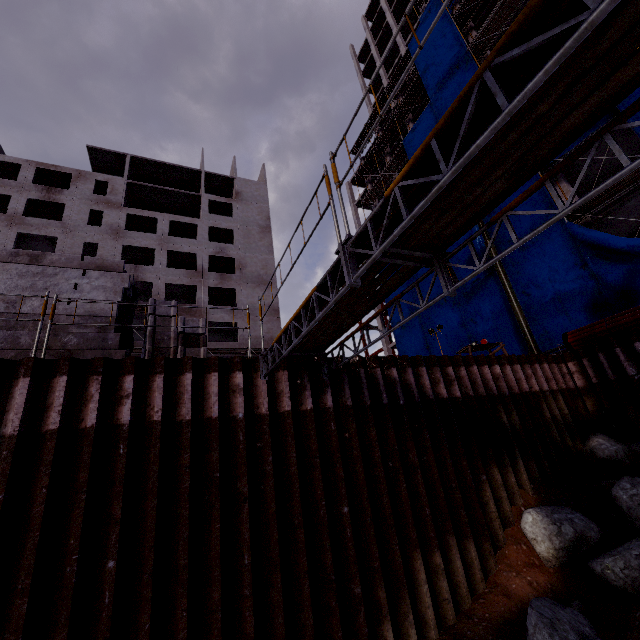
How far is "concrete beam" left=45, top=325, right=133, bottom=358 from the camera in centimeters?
626cm

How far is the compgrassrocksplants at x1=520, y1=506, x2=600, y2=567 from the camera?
6.7m

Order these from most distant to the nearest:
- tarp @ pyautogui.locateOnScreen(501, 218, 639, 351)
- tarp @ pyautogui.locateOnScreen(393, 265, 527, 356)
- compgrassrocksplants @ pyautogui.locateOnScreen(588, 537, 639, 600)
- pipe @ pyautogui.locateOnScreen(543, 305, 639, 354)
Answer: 1. tarp @ pyautogui.locateOnScreen(393, 265, 527, 356)
2. tarp @ pyautogui.locateOnScreen(501, 218, 639, 351)
3. pipe @ pyautogui.locateOnScreen(543, 305, 639, 354)
4. compgrassrocksplants @ pyautogui.locateOnScreen(588, 537, 639, 600)

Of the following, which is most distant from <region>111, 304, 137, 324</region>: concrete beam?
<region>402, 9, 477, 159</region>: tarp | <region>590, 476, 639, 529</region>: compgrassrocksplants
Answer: <region>402, 9, 477, 159</region>: tarp

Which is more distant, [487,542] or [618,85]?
[487,542]

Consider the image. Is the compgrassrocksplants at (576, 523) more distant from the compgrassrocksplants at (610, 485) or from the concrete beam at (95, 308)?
the concrete beam at (95, 308)

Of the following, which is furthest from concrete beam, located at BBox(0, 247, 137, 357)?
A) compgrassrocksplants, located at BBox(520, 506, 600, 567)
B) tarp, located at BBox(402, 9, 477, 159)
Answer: tarp, located at BBox(402, 9, 477, 159)

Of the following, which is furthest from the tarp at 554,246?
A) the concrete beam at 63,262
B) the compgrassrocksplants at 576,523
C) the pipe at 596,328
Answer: the concrete beam at 63,262
